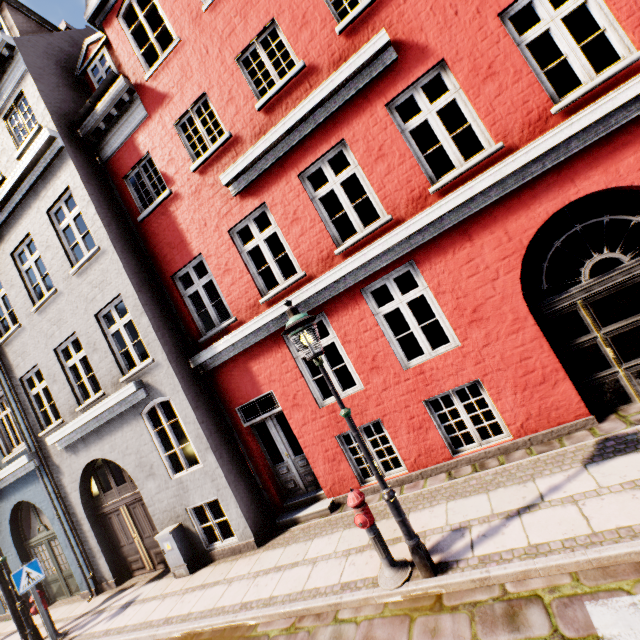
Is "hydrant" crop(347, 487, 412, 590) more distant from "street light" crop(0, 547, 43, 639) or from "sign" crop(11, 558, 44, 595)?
"street light" crop(0, 547, 43, 639)

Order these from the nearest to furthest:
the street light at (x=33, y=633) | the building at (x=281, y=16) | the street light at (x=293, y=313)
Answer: the street light at (x=293, y=313) → the building at (x=281, y=16) → the street light at (x=33, y=633)

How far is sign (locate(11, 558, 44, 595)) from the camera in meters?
7.1 m

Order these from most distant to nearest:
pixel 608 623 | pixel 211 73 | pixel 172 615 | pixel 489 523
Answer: pixel 211 73 → pixel 172 615 → pixel 489 523 → pixel 608 623

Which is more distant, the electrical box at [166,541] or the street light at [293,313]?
the electrical box at [166,541]

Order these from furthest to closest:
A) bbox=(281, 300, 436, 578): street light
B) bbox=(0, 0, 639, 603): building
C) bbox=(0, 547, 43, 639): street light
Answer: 1. bbox=(0, 547, 43, 639): street light
2. bbox=(0, 0, 639, 603): building
3. bbox=(281, 300, 436, 578): street light

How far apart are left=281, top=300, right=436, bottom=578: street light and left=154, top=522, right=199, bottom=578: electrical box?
5.86m

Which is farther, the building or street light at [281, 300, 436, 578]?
the building
